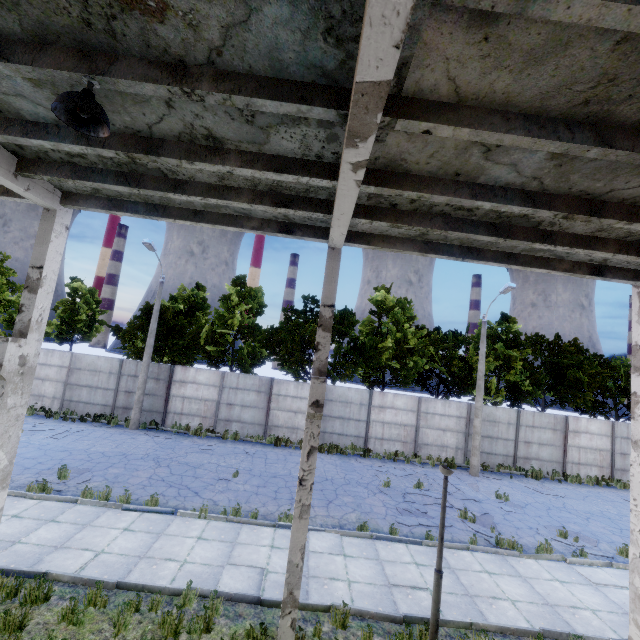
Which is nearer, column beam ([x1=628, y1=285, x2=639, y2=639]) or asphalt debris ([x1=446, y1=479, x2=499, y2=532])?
column beam ([x1=628, y1=285, x2=639, y2=639])

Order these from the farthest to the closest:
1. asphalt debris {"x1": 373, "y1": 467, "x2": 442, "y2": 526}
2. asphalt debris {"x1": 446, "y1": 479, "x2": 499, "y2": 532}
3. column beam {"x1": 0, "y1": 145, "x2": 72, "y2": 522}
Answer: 1. asphalt debris {"x1": 446, "y1": 479, "x2": 499, "y2": 532}
2. asphalt debris {"x1": 373, "y1": 467, "x2": 442, "y2": 526}
3. column beam {"x1": 0, "y1": 145, "x2": 72, "y2": 522}

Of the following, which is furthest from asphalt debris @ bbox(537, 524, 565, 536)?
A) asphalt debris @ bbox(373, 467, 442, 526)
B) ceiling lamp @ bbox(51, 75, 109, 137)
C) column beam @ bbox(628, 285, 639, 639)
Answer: ceiling lamp @ bbox(51, 75, 109, 137)

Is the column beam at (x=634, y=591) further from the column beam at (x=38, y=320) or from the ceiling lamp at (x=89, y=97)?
the column beam at (x=38, y=320)

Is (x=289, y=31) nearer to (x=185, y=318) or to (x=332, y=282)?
(x=332, y=282)

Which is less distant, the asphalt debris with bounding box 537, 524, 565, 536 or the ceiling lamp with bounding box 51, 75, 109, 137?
the ceiling lamp with bounding box 51, 75, 109, 137

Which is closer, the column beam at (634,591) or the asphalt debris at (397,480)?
the column beam at (634,591)

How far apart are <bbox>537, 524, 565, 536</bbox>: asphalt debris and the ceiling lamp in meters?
16.3
